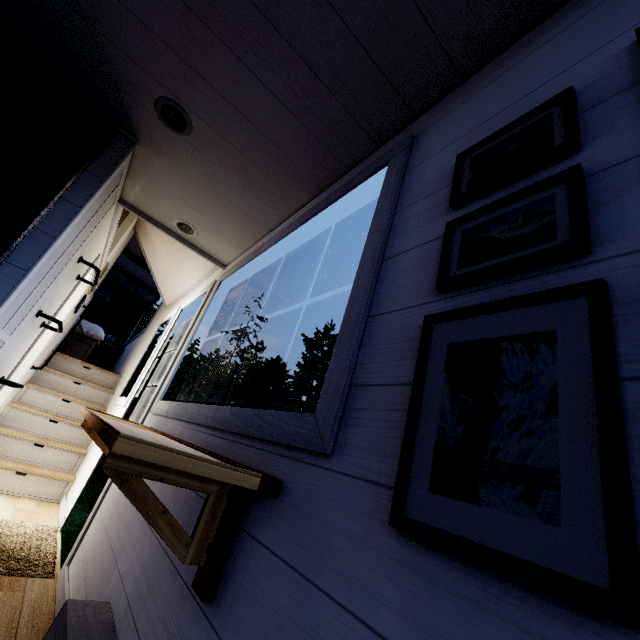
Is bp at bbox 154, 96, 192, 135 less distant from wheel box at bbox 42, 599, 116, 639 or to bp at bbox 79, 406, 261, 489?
bp at bbox 79, 406, 261, 489

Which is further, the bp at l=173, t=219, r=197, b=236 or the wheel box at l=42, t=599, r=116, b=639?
the bp at l=173, t=219, r=197, b=236

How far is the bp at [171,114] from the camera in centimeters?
172cm

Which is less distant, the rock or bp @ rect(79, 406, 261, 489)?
bp @ rect(79, 406, 261, 489)

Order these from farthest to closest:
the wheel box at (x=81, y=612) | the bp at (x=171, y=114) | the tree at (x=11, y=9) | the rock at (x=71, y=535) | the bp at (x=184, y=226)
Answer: the rock at (x=71, y=535), the bp at (x=184, y=226), the bp at (x=171, y=114), the wheel box at (x=81, y=612), the tree at (x=11, y=9)

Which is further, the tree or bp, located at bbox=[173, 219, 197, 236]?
bp, located at bbox=[173, 219, 197, 236]

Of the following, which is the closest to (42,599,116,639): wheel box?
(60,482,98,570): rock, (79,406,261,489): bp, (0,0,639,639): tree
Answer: (0,0,639,639): tree

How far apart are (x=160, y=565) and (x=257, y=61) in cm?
210
